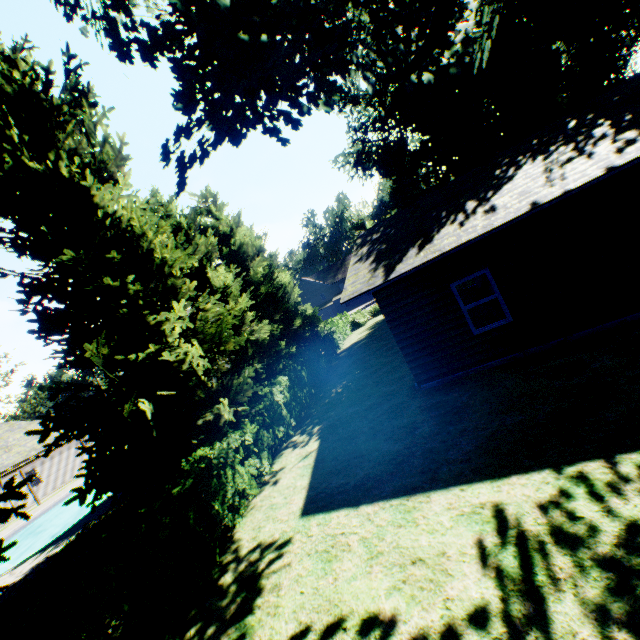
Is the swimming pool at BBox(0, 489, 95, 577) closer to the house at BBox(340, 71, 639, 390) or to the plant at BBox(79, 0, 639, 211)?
the plant at BBox(79, 0, 639, 211)

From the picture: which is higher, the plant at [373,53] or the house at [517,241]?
the plant at [373,53]

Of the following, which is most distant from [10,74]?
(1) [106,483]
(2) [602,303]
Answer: (2) [602,303]

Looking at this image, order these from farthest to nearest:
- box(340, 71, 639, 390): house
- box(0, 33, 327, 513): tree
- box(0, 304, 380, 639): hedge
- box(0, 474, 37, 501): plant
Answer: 1. box(0, 474, 37, 501): plant
2. box(0, 33, 327, 513): tree
3. box(340, 71, 639, 390): house
4. box(0, 304, 380, 639): hedge

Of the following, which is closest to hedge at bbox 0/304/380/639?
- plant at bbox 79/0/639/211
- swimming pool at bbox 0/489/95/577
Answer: plant at bbox 79/0/639/211

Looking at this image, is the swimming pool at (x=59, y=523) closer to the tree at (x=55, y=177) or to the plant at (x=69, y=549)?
the plant at (x=69, y=549)

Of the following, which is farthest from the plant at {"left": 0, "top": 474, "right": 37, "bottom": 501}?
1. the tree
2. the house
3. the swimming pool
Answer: the house

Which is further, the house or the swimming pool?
the swimming pool
